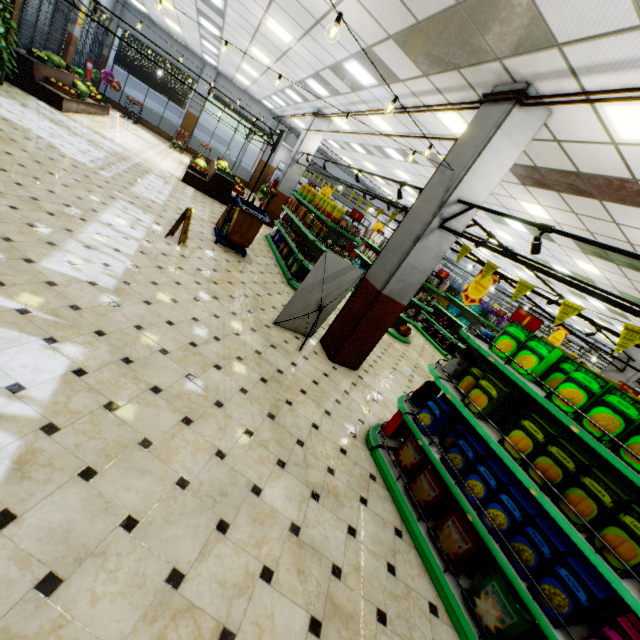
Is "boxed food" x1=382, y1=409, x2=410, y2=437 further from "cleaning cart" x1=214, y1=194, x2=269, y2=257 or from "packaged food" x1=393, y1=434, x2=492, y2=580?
"cleaning cart" x1=214, y1=194, x2=269, y2=257

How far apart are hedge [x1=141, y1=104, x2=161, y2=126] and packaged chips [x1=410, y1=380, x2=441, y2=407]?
22.4 meters

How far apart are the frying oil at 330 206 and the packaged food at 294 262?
1.6 meters

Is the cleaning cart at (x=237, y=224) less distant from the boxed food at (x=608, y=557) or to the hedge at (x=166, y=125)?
the boxed food at (x=608, y=557)

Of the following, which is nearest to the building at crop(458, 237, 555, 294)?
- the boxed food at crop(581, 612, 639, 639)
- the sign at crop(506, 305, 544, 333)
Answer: the boxed food at crop(581, 612, 639, 639)

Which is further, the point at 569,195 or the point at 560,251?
the point at 560,251

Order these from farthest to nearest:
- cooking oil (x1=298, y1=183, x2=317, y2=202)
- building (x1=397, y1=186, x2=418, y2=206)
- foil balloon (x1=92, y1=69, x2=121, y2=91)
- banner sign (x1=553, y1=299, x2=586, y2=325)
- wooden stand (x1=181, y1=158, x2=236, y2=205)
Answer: foil balloon (x1=92, y1=69, x2=121, y2=91), building (x1=397, y1=186, x2=418, y2=206), wooden stand (x1=181, y1=158, x2=236, y2=205), cooking oil (x1=298, y1=183, x2=317, y2=202), banner sign (x1=553, y1=299, x2=586, y2=325)

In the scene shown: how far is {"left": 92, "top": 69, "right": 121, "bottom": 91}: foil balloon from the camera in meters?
16.7 m
